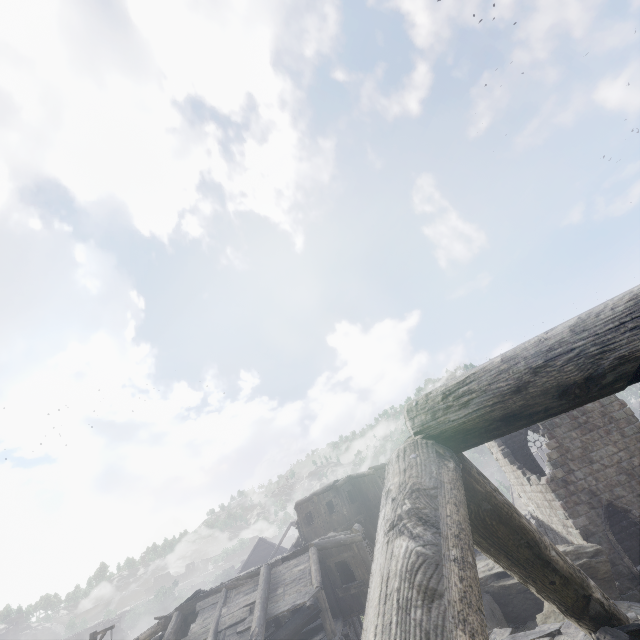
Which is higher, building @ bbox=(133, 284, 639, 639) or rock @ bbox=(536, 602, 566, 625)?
building @ bbox=(133, 284, 639, 639)

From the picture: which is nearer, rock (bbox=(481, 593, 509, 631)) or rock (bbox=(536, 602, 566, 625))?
rock (bbox=(536, 602, 566, 625))

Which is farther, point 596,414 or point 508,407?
point 596,414

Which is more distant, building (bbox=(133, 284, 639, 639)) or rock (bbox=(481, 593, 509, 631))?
rock (bbox=(481, 593, 509, 631))

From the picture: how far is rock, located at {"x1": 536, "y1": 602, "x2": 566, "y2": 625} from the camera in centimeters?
1186cm

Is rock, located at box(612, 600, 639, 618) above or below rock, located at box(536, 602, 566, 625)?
below

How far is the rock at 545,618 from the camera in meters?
11.9
